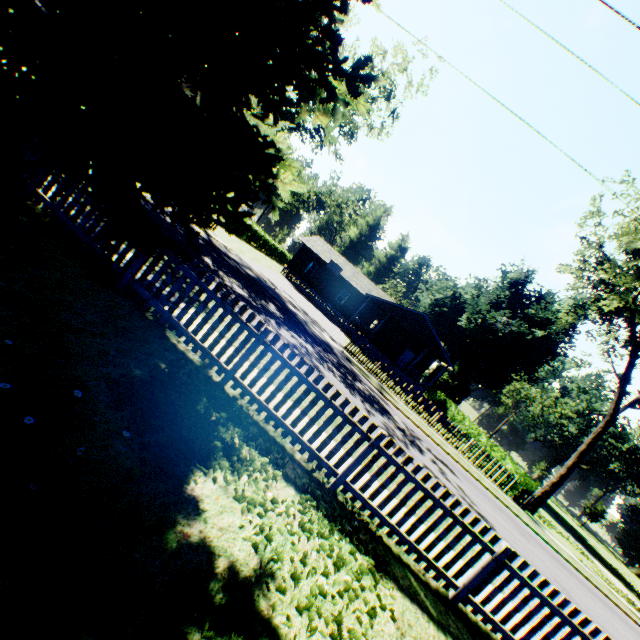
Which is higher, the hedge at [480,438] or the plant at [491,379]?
the plant at [491,379]

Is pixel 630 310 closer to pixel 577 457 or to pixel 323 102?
pixel 577 457

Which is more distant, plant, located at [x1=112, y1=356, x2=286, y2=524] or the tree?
the tree

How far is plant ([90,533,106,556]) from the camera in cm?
223

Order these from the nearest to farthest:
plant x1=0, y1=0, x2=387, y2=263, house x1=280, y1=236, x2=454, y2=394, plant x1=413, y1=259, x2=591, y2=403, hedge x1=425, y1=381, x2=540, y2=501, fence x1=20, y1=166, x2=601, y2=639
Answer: plant x1=0, y1=0, x2=387, y2=263 < fence x1=20, y1=166, x2=601, y2=639 < hedge x1=425, y1=381, x2=540, y2=501 < house x1=280, y1=236, x2=454, y2=394 < plant x1=413, y1=259, x2=591, y2=403

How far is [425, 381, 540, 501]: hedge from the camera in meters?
19.8 m

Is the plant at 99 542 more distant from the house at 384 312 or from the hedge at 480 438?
the house at 384 312

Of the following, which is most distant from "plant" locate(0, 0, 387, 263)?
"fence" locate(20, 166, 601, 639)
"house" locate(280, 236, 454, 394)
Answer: "house" locate(280, 236, 454, 394)
